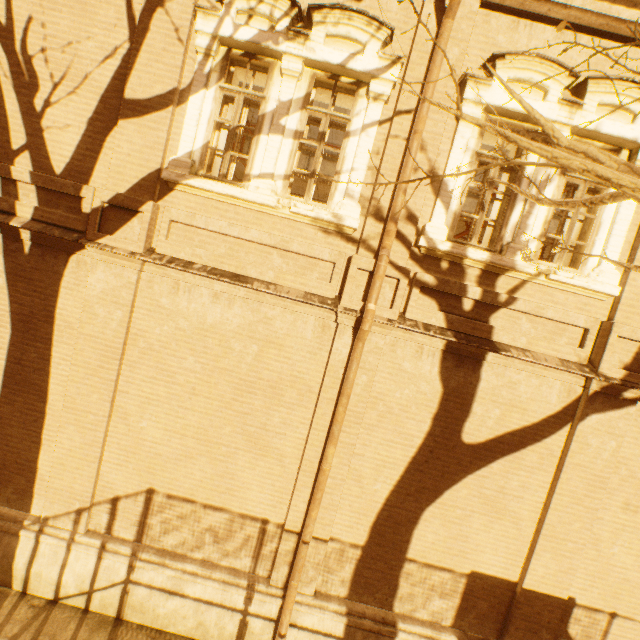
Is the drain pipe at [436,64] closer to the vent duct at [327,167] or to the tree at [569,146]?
the tree at [569,146]

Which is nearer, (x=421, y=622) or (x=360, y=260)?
(x=360, y=260)

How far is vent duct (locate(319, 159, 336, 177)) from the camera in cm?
1042

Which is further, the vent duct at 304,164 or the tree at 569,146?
the vent duct at 304,164

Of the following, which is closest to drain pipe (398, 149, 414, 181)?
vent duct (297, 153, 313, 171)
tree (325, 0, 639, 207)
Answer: tree (325, 0, 639, 207)

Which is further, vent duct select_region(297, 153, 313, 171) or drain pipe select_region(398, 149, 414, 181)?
vent duct select_region(297, 153, 313, 171)
